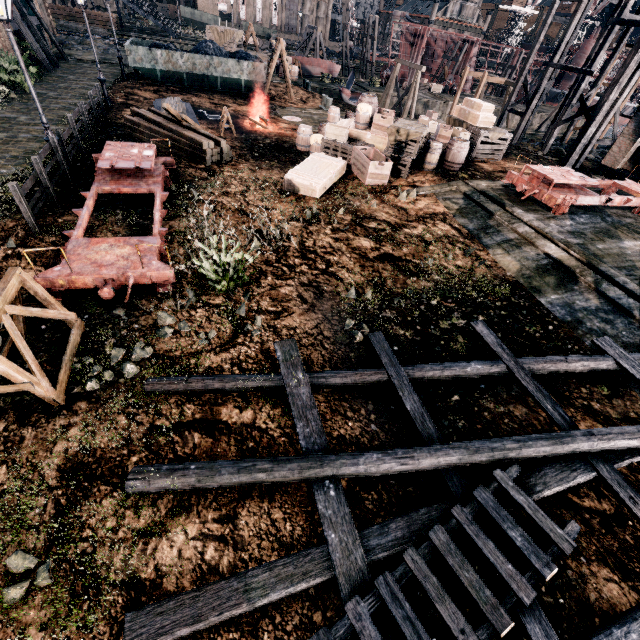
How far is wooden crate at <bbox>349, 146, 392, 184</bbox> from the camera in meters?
14.5 m

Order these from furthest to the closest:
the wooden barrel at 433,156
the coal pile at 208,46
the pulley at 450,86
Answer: the pulley at 450,86 < the coal pile at 208,46 < the wooden barrel at 433,156

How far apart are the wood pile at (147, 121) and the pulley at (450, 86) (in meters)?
48.42

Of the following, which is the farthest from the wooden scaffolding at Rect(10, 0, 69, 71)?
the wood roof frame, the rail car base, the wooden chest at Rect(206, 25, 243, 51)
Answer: the wood roof frame

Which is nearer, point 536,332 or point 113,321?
point 113,321

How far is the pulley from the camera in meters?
48.8

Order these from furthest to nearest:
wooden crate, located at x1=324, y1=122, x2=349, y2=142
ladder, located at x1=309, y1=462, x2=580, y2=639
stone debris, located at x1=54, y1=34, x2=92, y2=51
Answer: stone debris, located at x1=54, y1=34, x2=92, y2=51 < wooden crate, located at x1=324, y1=122, x2=349, y2=142 < ladder, located at x1=309, y1=462, x2=580, y2=639

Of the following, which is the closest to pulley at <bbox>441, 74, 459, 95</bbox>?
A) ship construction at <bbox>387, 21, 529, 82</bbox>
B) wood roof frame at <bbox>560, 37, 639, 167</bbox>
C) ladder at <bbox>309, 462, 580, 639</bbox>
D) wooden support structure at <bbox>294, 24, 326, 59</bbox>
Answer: ship construction at <bbox>387, 21, 529, 82</bbox>
